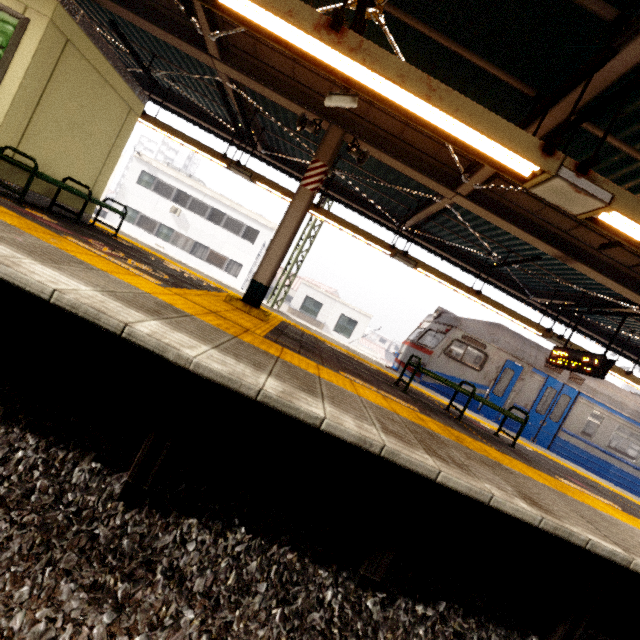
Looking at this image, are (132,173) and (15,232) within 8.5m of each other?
no

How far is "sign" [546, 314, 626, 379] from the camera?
7.2m

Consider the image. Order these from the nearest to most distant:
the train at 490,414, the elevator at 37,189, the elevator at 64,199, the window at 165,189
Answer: the elevator at 37,189 → the elevator at 64,199 → the train at 490,414 → the window at 165,189

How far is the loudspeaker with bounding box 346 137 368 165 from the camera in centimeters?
563cm

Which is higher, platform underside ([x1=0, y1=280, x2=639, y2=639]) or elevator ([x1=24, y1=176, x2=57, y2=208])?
elevator ([x1=24, y1=176, x2=57, y2=208])

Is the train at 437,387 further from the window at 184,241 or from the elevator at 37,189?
the window at 184,241

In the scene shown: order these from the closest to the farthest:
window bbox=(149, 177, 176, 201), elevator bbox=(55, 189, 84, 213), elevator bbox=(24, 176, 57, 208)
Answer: elevator bbox=(24, 176, 57, 208) → elevator bbox=(55, 189, 84, 213) → window bbox=(149, 177, 176, 201)

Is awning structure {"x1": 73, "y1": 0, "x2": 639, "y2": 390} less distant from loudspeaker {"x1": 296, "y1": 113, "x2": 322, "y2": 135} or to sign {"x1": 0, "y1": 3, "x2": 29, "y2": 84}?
loudspeaker {"x1": 296, "y1": 113, "x2": 322, "y2": 135}
